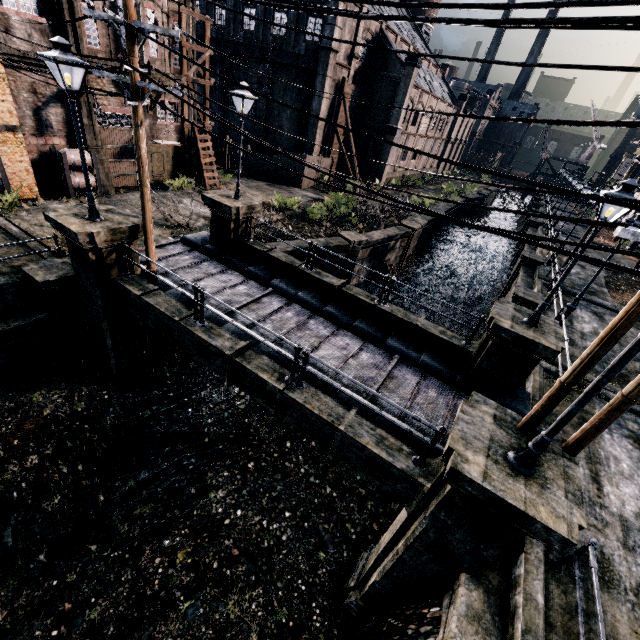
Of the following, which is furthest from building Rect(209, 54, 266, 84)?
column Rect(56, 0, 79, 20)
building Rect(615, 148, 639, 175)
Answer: building Rect(615, 148, 639, 175)

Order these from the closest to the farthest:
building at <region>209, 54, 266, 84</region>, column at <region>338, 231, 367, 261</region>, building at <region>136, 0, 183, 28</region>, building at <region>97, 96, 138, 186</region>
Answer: building at <region>136, 0, 183, 28</region>
building at <region>97, 96, 138, 186</region>
column at <region>338, 231, 367, 261</region>
building at <region>209, 54, 266, 84</region>

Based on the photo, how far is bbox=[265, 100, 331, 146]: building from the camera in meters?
31.0 m

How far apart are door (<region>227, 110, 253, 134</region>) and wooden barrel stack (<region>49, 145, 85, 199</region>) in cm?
Result: 2161

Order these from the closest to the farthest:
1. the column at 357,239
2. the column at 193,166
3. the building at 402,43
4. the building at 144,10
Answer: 1. the building at 144,10
2. the column at 357,239
3. the column at 193,166
4. the building at 402,43

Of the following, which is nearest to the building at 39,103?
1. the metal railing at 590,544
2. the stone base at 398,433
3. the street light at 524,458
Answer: the stone base at 398,433

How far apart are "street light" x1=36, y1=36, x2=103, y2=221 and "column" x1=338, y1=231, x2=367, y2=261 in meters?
13.8 m

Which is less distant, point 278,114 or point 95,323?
point 95,323
